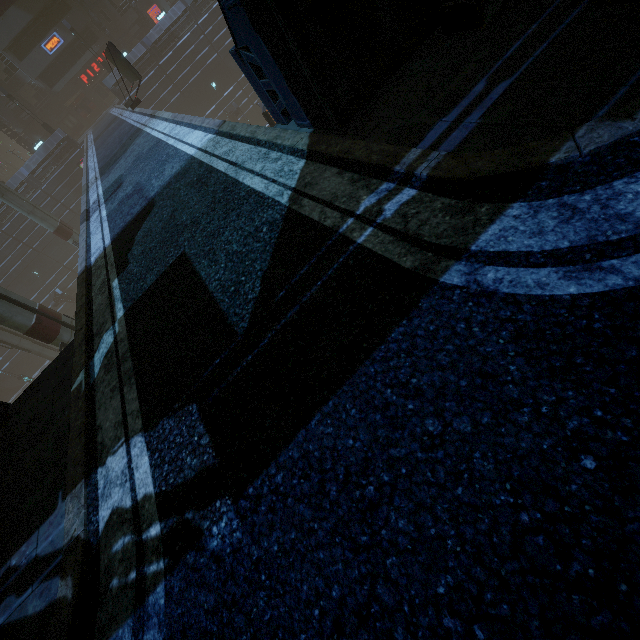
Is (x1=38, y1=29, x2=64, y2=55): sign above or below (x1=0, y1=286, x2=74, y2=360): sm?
above

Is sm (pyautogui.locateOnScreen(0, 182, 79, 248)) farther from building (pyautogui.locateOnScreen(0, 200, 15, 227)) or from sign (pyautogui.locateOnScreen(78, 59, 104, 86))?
sign (pyautogui.locateOnScreen(78, 59, 104, 86))

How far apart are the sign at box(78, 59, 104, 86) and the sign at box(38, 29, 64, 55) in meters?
3.7 m

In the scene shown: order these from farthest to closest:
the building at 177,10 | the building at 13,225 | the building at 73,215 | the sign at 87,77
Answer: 1. the sign at 87,77
2. the building at 13,225
3. the building at 73,215
4. the building at 177,10

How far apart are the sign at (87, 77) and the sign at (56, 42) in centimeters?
370cm

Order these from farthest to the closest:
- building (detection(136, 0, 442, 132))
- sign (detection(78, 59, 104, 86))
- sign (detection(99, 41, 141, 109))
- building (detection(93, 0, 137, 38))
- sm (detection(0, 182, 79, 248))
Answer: sign (detection(78, 59, 104, 86))
building (detection(93, 0, 137, 38))
sm (detection(0, 182, 79, 248))
sign (detection(99, 41, 141, 109))
building (detection(136, 0, 442, 132))

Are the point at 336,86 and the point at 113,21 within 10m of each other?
no

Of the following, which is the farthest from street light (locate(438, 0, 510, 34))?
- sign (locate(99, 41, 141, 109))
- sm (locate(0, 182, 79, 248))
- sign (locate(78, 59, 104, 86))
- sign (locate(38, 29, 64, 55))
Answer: sign (locate(78, 59, 104, 86))
